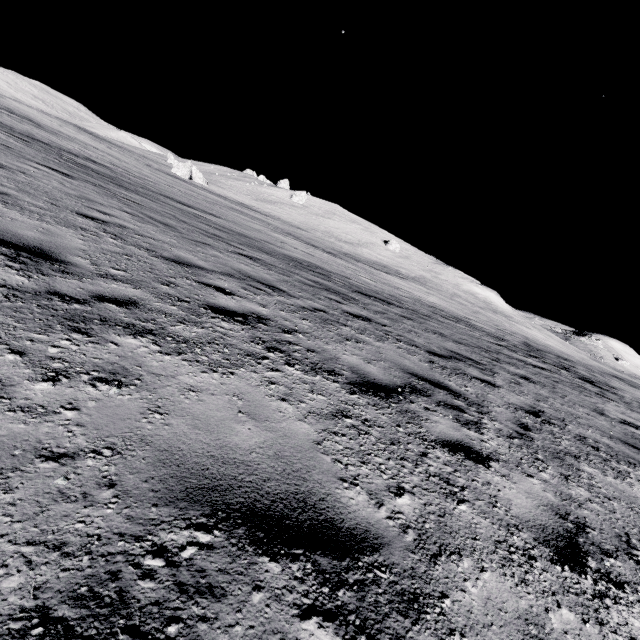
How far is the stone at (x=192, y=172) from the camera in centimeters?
4891cm

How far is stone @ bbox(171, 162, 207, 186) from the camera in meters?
48.9 m

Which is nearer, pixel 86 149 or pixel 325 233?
pixel 86 149
